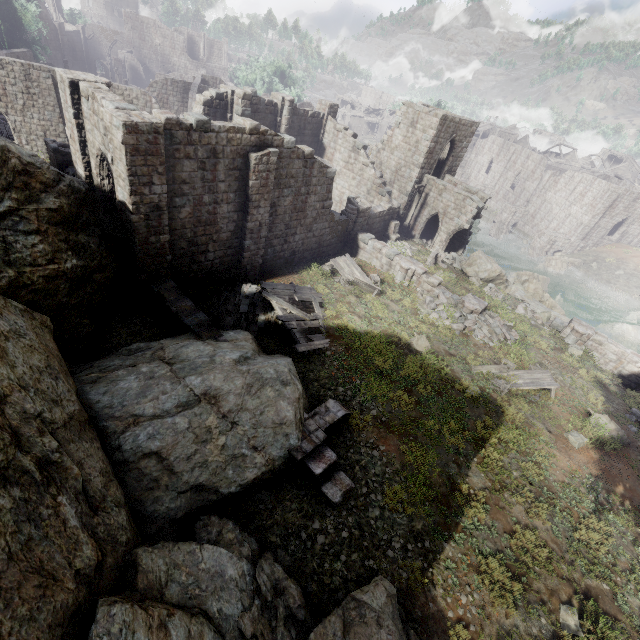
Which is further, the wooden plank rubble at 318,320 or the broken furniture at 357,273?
the broken furniture at 357,273

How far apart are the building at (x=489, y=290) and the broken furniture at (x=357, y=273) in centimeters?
810cm

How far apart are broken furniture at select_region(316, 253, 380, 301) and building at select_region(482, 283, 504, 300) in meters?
8.1 m

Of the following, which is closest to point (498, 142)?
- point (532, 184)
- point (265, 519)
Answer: point (532, 184)

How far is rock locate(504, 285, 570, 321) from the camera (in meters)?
22.96

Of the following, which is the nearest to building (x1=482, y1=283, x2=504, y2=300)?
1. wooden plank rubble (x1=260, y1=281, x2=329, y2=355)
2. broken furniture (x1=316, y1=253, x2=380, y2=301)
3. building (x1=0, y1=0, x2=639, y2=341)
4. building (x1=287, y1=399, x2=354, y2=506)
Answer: building (x1=0, y1=0, x2=639, y2=341)

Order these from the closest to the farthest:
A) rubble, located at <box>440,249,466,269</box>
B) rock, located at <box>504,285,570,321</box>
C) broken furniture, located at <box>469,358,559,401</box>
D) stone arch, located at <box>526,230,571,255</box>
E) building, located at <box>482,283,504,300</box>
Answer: broken furniture, located at <box>469,358,559,401</box>
building, located at <box>482,283,504,300</box>
rock, located at <box>504,285,570,321</box>
rubble, located at <box>440,249,466,269</box>
stone arch, located at <box>526,230,571,255</box>

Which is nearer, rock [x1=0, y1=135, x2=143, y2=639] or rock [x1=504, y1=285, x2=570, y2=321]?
rock [x1=0, y1=135, x2=143, y2=639]
